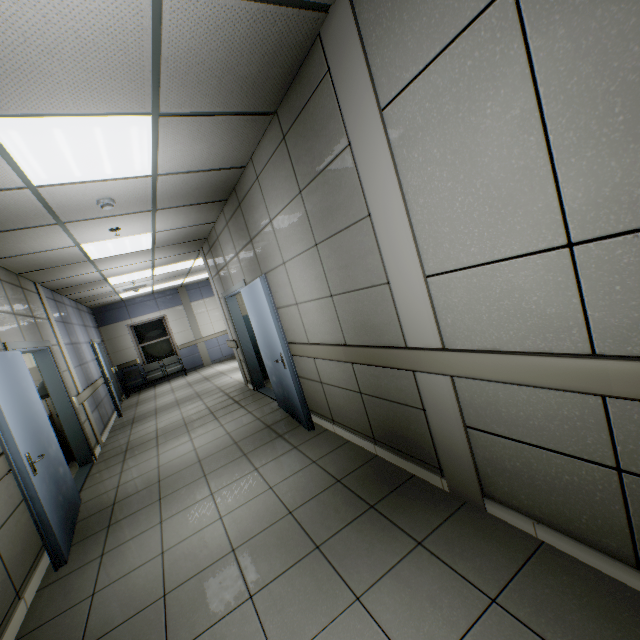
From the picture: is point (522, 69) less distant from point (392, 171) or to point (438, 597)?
point (392, 171)

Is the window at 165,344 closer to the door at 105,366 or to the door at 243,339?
the door at 105,366

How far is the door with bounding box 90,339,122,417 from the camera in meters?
8.0

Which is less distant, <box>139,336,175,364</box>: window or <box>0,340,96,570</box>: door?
<box>0,340,96,570</box>: door

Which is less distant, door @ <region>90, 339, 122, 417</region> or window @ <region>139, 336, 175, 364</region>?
door @ <region>90, 339, 122, 417</region>

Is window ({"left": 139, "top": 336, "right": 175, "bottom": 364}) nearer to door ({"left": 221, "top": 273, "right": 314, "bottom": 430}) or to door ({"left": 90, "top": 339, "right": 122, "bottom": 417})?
door ({"left": 90, "top": 339, "right": 122, "bottom": 417})

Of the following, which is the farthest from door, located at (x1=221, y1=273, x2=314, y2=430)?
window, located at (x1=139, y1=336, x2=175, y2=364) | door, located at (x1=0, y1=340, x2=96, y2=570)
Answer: window, located at (x1=139, y1=336, x2=175, y2=364)

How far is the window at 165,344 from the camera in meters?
12.0
